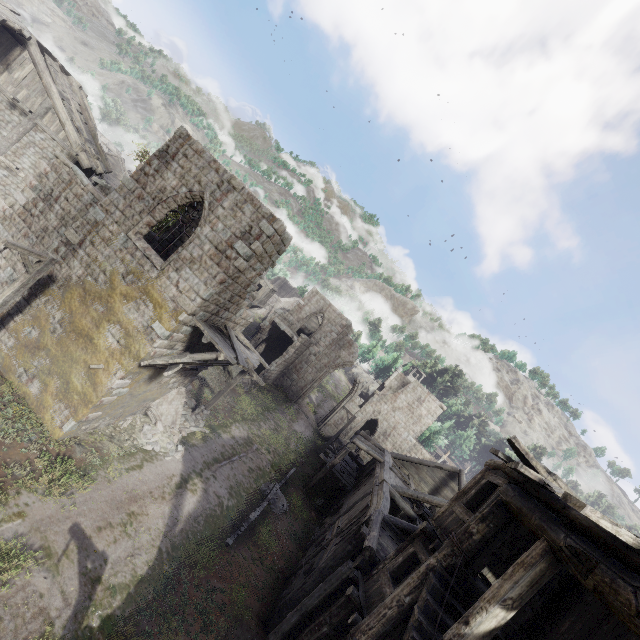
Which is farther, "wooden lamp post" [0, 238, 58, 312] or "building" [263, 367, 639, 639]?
"wooden lamp post" [0, 238, 58, 312]

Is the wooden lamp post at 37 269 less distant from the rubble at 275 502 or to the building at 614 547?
the building at 614 547

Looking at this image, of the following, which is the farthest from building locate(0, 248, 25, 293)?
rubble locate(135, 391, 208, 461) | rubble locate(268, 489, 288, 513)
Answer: rubble locate(268, 489, 288, 513)

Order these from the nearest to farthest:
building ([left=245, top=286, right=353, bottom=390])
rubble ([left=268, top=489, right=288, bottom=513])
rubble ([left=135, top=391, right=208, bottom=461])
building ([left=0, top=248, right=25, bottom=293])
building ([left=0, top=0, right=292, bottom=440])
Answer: building ([left=0, top=0, right=292, bottom=440]), building ([left=0, top=248, right=25, bottom=293]), rubble ([left=135, top=391, right=208, bottom=461]), rubble ([left=268, top=489, right=288, bottom=513]), building ([left=245, top=286, right=353, bottom=390])

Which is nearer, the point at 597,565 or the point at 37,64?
the point at 597,565

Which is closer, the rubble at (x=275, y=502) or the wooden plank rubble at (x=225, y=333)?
the wooden plank rubble at (x=225, y=333)

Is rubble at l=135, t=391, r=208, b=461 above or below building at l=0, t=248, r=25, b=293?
below

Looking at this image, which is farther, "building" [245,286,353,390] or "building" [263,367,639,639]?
"building" [245,286,353,390]
